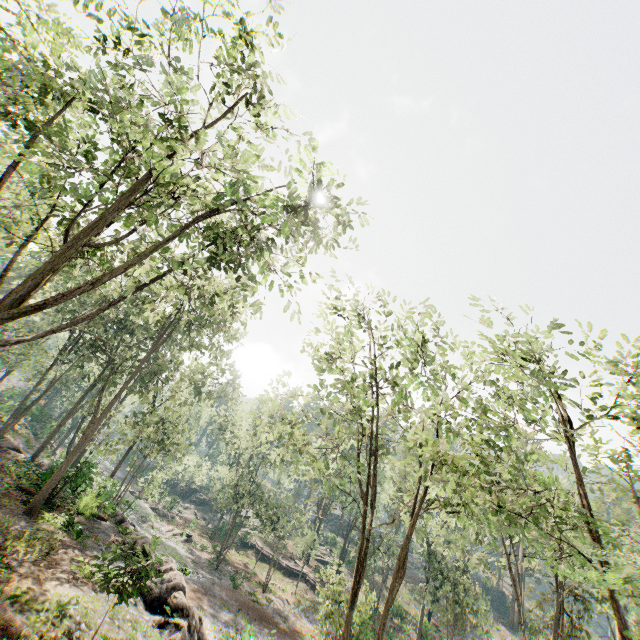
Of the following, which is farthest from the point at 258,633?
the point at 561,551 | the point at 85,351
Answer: the point at 85,351

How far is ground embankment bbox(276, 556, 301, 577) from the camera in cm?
4331

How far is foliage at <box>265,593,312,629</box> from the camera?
28.5m

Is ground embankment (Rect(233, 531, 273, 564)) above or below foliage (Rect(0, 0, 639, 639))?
below

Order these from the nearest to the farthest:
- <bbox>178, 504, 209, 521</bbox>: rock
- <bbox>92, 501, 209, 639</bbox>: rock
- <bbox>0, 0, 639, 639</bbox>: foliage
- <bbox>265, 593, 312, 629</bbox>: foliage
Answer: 1. <bbox>0, 0, 639, 639</bbox>: foliage
2. <bbox>92, 501, 209, 639</bbox>: rock
3. <bbox>265, 593, 312, 629</bbox>: foliage
4. <bbox>178, 504, 209, 521</bbox>: rock

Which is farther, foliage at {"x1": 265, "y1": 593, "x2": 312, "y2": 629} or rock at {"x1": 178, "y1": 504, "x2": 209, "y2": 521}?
rock at {"x1": 178, "y1": 504, "x2": 209, "y2": 521}

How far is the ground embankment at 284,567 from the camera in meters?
43.3

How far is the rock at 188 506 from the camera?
57.22m
